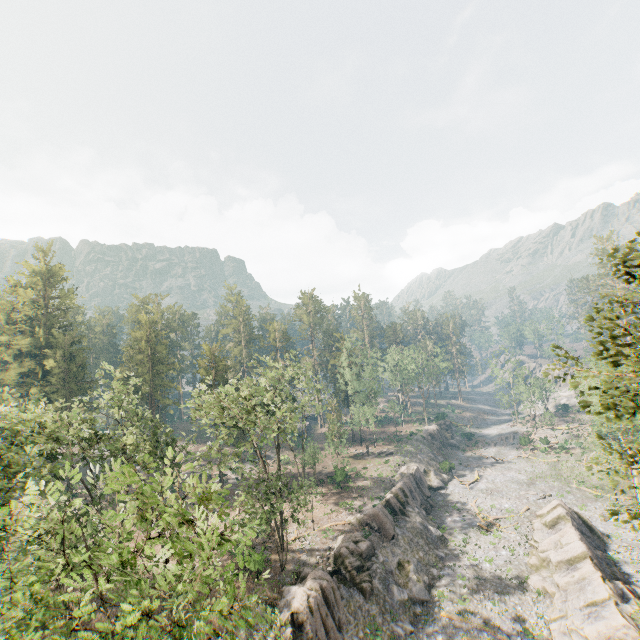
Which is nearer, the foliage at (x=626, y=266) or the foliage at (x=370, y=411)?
the foliage at (x=626, y=266)

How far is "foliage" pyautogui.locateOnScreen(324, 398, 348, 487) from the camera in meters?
45.9 m

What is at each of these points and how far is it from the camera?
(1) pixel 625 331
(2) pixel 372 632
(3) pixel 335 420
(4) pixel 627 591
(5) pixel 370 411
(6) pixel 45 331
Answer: (1) foliage, 10.34m
(2) rock, 25.55m
(3) foliage, 59.44m
(4) rock, 25.38m
(5) foliage, 59.97m
(6) foliage, 53.88m

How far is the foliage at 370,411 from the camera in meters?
57.2 m

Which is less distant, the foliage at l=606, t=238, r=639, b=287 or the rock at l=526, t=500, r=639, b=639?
the foliage at l=606, t=238, r=639, b=287

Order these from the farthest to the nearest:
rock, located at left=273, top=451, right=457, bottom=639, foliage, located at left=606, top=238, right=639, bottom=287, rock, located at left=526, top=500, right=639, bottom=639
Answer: rock, located at left=273, top=451, right=457, bottom=639
rock, located at left=526, top=500, right=639, bottom=639
foliage, located at left=606, top=238, right=639, bottom=287
